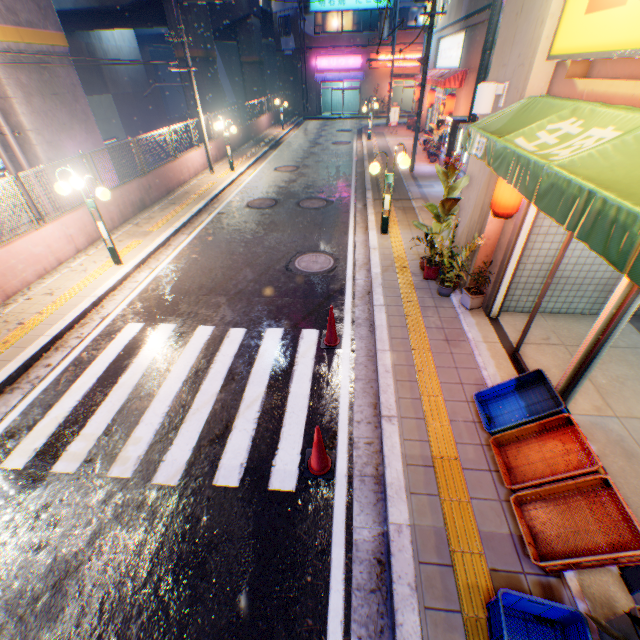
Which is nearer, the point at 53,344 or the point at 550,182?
the point at 550,182

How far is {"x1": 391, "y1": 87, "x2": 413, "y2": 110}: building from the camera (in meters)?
36.25

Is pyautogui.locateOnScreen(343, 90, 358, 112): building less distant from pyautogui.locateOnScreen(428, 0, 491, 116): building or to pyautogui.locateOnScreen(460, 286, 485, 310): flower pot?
pyautogui.locateOnScreen(428, 0, 491, 116): building

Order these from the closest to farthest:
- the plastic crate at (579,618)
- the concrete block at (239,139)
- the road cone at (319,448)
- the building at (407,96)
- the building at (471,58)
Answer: the plastic crate at (579,618)
the road cone at (319,448)
the building at (471,58)
the concrete block at (239,139)
the building at (407,96)

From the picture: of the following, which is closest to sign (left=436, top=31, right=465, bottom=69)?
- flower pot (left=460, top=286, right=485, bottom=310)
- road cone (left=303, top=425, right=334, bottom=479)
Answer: flower pot (left=460, top=286, right=485, bottom=310)

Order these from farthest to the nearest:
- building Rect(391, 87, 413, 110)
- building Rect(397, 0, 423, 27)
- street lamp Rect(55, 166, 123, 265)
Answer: building Rect(391, 87, 413, 110) < building Rect(397, 0, 423, 27) < street lamp Rect(55, 166, 123, 265)

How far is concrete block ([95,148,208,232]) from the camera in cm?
1027

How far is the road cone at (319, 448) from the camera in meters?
3.9 m
